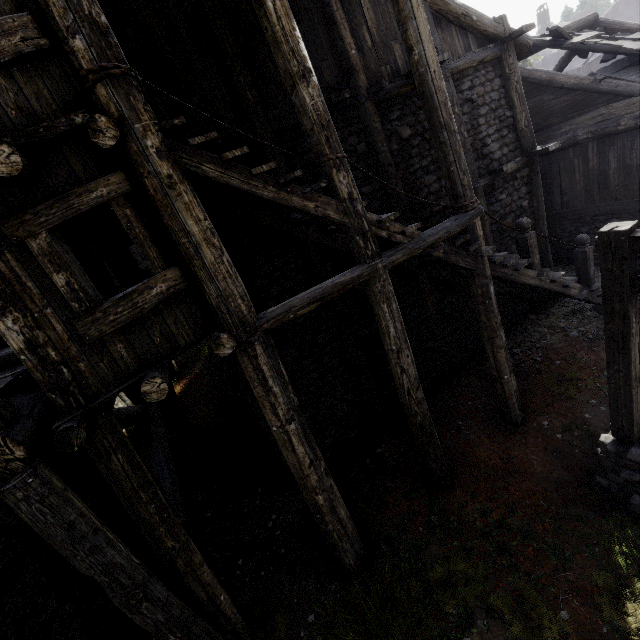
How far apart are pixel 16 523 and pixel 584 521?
9.66m

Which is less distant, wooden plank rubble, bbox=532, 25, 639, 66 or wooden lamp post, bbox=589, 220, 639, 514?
wooden lamp post, bbox=589, 220, 639, 514

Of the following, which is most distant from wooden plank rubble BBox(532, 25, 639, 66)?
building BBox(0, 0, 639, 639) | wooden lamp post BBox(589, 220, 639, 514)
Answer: wooden lamp post BBox(589, 220, 639, 514)

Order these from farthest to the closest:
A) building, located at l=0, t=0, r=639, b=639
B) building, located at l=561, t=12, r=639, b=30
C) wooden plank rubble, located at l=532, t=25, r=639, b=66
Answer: building, located at l=561, t=12, r=639, b=30, wooden plank rubble, located at l=532, t=25, r=639, b=66, building, located at l=0, t=0, r=639, b=639

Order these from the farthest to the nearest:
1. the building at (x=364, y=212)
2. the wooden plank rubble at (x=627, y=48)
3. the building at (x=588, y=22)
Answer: the building at (x=588, y=22), the wooden plank rubble at (x=627, y=48), the building at (x=364, y=212)

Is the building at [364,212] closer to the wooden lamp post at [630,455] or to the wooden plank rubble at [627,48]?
the wooden plank rubble at [627,48]

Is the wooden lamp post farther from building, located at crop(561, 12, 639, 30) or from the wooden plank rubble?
the wooden plank rubble
